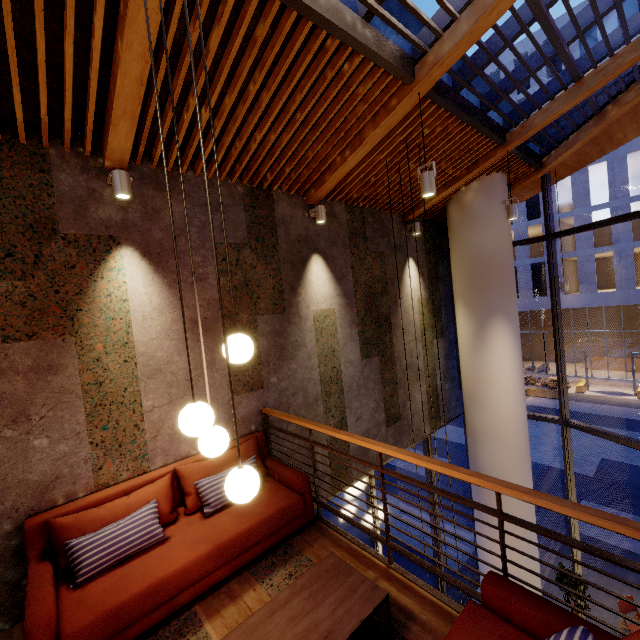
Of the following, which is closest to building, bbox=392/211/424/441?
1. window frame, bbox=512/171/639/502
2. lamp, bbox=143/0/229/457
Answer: window frame, bbox=512/171/639/502

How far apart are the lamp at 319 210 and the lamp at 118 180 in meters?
2.5 m

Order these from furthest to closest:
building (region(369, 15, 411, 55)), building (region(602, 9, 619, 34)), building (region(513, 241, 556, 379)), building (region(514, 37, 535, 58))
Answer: building (region(513, 241, 556, 379)) → building (region(514, 37, 535, 58)) → building (region(602, 9, 619, 34)) → building (region(369, 15, 411, 55))

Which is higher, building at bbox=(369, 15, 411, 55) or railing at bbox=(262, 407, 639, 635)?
building at bbox=(369, 15, 411, 55)

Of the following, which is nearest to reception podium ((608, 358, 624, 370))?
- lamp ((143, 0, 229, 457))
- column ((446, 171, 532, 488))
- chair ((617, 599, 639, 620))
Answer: chair ((617, 599, 639, 620))

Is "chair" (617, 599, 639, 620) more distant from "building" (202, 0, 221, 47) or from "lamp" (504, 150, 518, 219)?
"lamp" (504, 150, 518, 219)

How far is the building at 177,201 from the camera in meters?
3.8

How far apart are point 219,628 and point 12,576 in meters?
1.9
